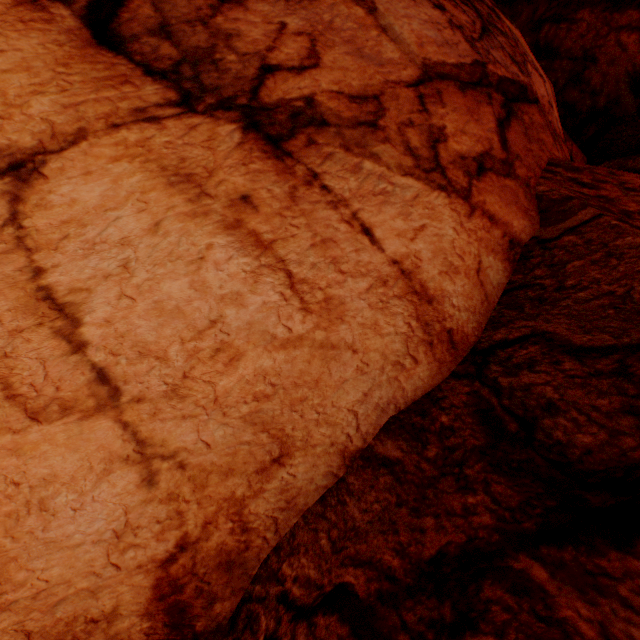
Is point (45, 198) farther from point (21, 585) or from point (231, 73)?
point (21, 585)
